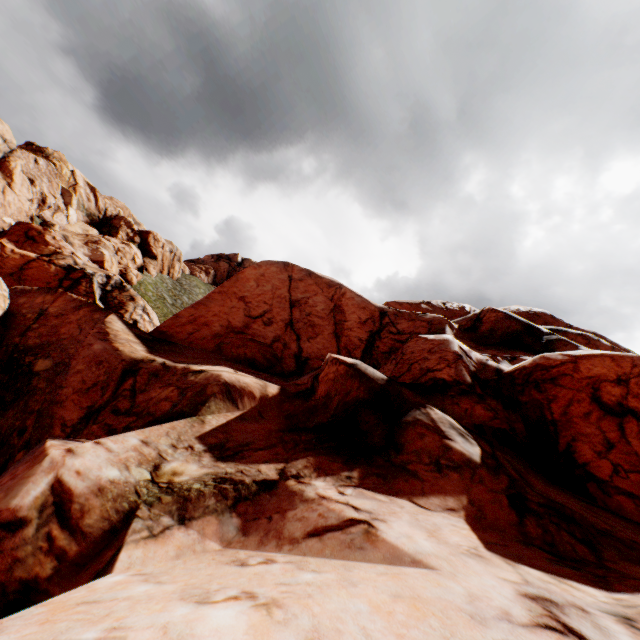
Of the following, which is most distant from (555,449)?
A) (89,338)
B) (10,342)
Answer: (10,342)
